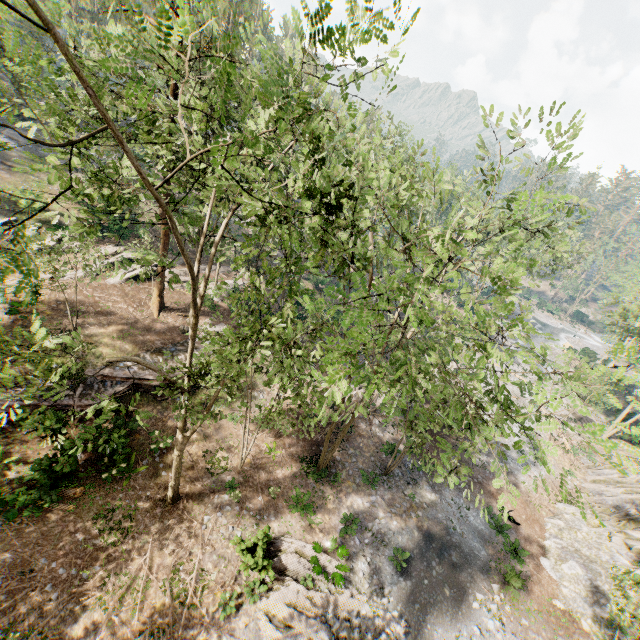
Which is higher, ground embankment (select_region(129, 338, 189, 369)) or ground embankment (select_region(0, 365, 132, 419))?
ground embankment (select_region(129, 338, 189, 369))

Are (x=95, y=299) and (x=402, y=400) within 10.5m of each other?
no

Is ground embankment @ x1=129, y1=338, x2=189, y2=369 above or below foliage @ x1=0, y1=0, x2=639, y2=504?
below

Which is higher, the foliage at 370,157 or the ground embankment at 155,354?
the foliage at 370,157

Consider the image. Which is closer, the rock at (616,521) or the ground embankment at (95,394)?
the ground embankment at (95,394)

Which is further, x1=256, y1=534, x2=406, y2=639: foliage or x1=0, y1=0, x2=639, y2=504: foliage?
x1=256, y1=534, x2=406, y2=639: foliage

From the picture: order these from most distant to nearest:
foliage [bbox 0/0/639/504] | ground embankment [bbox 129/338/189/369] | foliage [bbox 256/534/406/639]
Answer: ground embankment [bbox 129/338/189/369] < foliage [bbox 256/534/406/639] < foliage [bbox 0/0/639/504]
